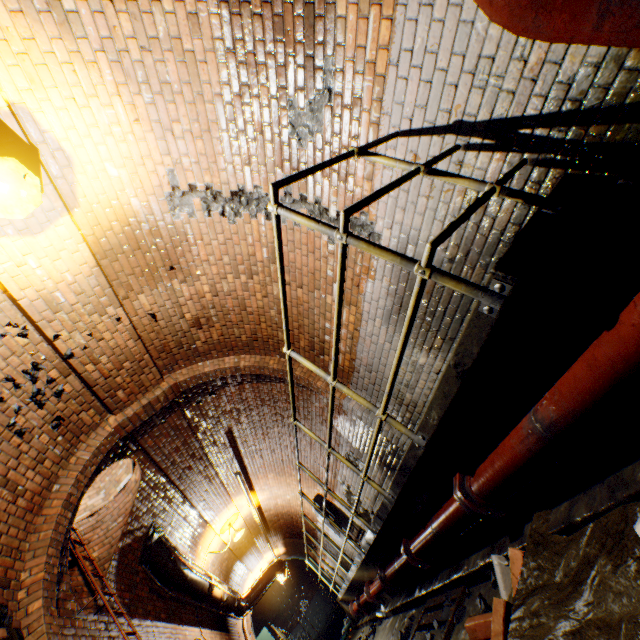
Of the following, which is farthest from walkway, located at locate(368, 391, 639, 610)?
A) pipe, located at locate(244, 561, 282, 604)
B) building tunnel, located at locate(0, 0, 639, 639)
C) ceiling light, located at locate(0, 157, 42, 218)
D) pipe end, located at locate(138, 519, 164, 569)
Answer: pipe, located at locate(244, 561, 282, 604)

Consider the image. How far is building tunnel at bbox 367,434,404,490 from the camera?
5.5m

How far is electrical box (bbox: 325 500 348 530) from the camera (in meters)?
9.29

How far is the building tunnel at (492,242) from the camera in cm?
237

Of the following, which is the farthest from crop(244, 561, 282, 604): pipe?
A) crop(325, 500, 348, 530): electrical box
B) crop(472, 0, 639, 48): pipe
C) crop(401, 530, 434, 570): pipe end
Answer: crop(472, 0, 639, 48): pipe

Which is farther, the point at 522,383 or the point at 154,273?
the point at 154,273
